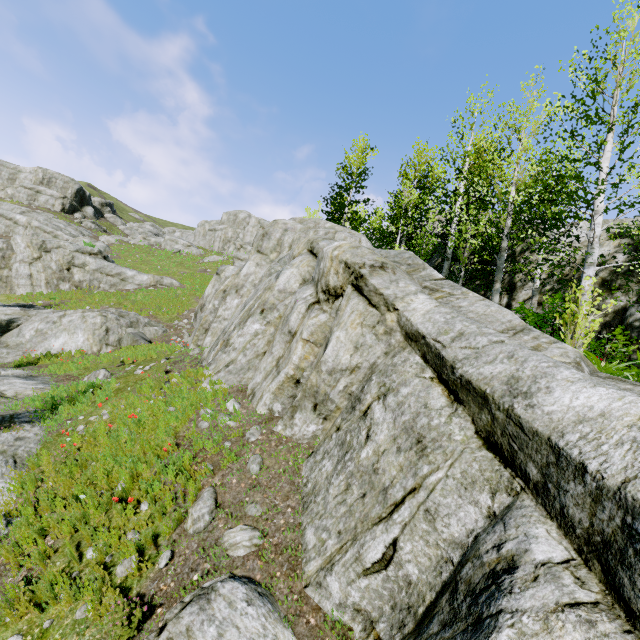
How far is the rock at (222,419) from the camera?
6.7 meters

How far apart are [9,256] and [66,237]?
18.4m

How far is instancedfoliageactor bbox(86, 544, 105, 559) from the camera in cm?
427

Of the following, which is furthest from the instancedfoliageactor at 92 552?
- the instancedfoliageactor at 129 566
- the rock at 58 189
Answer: the instancedfoliageactor at 129 566

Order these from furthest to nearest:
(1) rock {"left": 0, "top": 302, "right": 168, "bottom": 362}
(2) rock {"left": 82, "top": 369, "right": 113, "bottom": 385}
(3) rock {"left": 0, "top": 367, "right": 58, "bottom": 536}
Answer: (1) rock {"left": 0, "top": 302, "right": 168, "bottom": 362}
(2) rock {"left": 82, "top": 369, "right": 113, "bottom": 385}
(3) rock {"left": 0, "top": 367, "right": 58, "bottom": 536}

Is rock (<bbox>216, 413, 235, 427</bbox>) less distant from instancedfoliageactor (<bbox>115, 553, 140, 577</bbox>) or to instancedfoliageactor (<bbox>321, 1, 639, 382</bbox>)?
instancedfoliageactor (<bbox>321, 1, 639, 382</bbox>)

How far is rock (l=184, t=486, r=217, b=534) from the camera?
4.73m

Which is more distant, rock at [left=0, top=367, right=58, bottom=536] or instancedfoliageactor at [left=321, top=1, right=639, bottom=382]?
instancedfoliageactor at [left=321, top=1, right=639, bottom=382]
